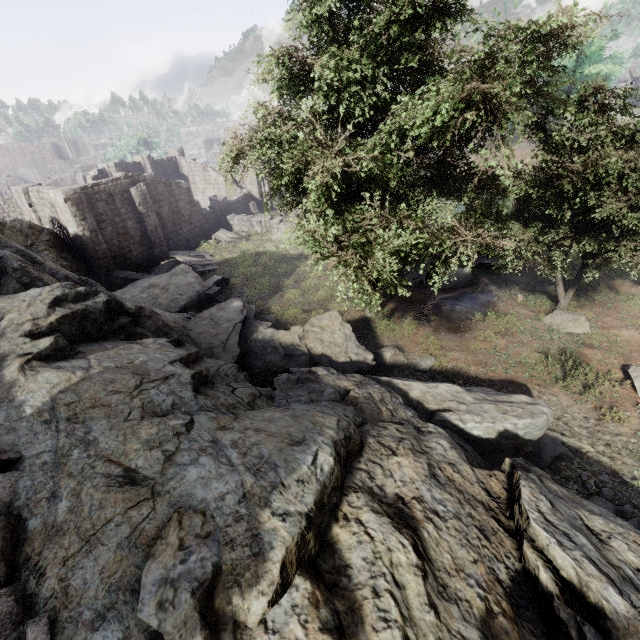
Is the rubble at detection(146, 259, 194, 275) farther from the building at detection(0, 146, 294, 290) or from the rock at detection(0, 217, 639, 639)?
the rock at detection(0, 217, 639, 639)

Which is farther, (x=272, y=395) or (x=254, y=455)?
(x=272, y=395)

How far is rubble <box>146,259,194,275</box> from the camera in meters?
25.8 m

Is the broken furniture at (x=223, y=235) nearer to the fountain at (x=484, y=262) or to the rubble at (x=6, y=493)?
the fountain at (x=484, y=262)

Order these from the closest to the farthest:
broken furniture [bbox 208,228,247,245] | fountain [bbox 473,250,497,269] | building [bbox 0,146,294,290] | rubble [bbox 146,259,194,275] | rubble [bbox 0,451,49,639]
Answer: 1. rubble [bbox 0,451,49,639]
2. fountain [bbox 473,250,497,269]
3. building [bbox 0,146,294,290]
4. rubble [bbox 146,259,194,275]
5. broken furniture [bbox 208,228,247,245]

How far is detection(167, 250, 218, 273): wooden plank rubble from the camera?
25.21m

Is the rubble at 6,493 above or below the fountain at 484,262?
above

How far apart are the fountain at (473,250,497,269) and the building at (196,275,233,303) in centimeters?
1493cm
